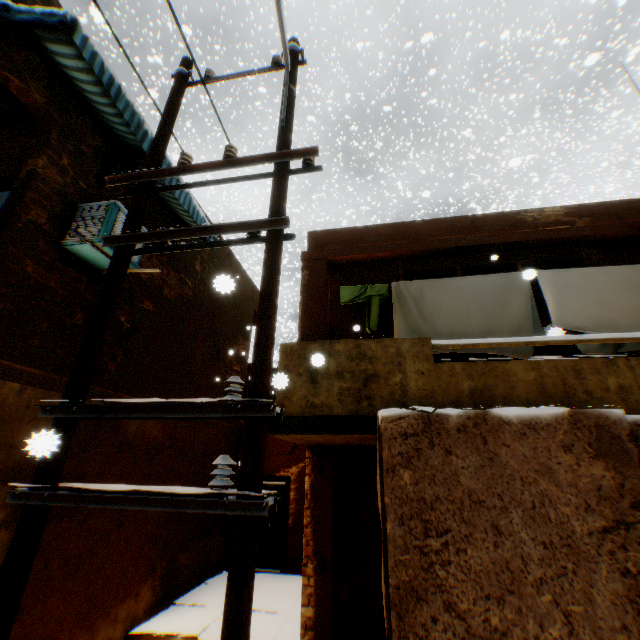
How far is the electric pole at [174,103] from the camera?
4.6m

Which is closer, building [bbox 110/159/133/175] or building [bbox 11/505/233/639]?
building [bbox 11/505/233/639]

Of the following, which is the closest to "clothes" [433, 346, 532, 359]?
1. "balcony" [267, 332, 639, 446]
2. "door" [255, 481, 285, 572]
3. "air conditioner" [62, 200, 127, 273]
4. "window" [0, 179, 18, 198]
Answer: "balcony" [267, 332, 639, 446]

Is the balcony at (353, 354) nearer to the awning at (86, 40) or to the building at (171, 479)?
the building at (171, 479)

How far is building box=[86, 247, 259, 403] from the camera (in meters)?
6.04

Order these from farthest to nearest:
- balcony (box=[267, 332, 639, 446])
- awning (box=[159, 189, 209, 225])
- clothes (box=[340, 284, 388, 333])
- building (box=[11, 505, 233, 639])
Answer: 1. awning (box=[159, 189, 209, 225])
2. clothes (box=[340, 284, 388, 333])
3. building (box=[11, 505, 233, 639])
4. balcony (box=[267, 332, 639, 446])

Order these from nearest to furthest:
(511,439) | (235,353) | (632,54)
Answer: (511,439) → (632,54) → (235,353)

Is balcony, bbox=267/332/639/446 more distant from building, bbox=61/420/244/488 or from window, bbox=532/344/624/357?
window, bbox=532/344/624/357
